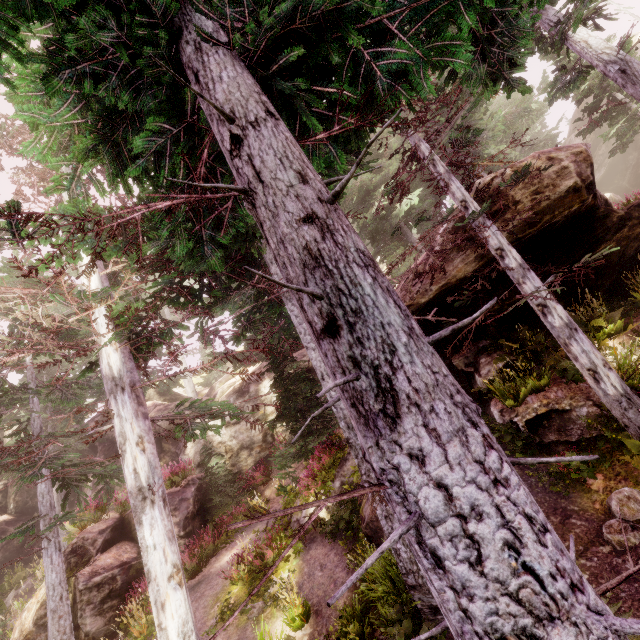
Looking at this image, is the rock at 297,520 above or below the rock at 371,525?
above

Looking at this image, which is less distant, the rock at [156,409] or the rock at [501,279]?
the rock at [501,279]

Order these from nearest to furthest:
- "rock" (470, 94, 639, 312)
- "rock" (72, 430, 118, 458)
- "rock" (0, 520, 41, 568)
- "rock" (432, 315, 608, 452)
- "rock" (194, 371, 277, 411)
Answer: "rock" (432, 315, 608, 452) → "rock" (470, 94, 639, 312) → "rock" (0, 520, 41, 568) → "rock" (194, 371, 277, 411) → "rock" (72, 430, 118, 458)

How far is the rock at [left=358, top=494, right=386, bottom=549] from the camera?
7.68m

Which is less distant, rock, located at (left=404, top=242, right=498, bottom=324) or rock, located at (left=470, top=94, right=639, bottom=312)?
rock, located at (left=470, top=94, right=639, bottom=312)

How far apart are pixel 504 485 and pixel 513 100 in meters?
33.9 m
